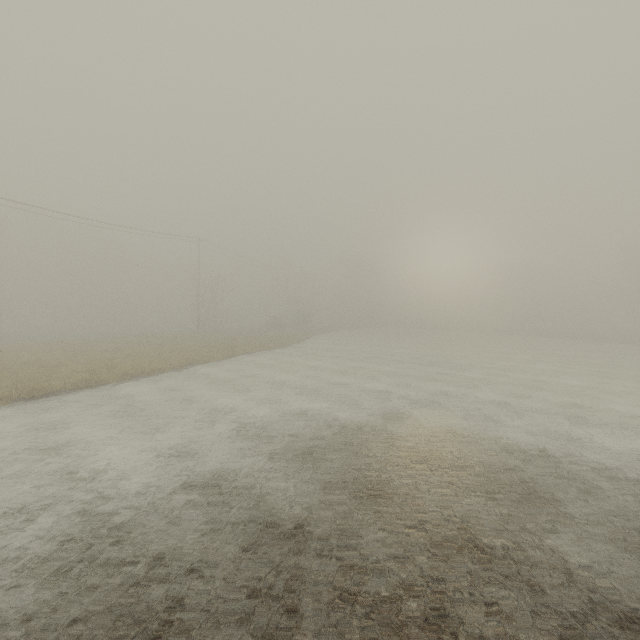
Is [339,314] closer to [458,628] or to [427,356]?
[427,356]
